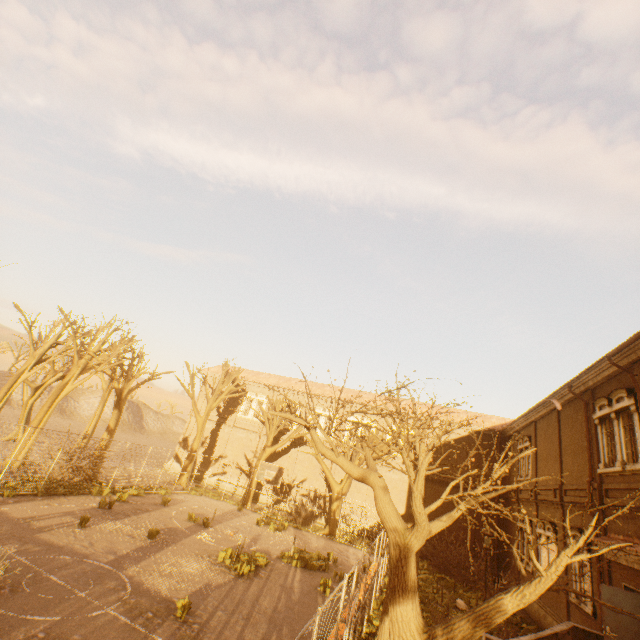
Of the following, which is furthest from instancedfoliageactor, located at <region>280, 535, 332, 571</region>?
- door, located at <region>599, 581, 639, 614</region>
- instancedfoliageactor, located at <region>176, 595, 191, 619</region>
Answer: door, located at <region>599, 581, 639, 614</region>

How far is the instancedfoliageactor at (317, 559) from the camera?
15.8m

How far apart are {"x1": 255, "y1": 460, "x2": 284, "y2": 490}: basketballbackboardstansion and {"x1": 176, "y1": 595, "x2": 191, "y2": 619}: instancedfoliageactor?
11.5 meters

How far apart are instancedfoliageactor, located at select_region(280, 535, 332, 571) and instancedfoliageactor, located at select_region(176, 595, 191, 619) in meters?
8.0

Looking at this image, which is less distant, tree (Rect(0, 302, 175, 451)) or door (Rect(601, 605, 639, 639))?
door (Rect(601, 605, 639, 639))

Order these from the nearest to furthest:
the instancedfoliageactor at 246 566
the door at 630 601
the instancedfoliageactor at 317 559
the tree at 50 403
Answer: the door at 630 601
the instancedfoliageactor at 246 566
the instancedfoliageactor at 317 559
the tree at 50 403

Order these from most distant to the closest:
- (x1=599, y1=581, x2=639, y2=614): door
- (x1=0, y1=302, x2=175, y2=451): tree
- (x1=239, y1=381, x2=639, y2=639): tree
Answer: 1. (x1=0, y1=302, x2=175, y2=451): tree
2. (x1=599, y1=581, x2=639, y2=614): door
3. (x1=239, y1=381, x2=639, y2=639): tree

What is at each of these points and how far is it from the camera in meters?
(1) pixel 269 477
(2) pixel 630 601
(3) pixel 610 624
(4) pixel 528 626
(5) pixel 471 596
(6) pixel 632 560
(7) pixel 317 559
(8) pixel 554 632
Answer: (1) basketballbackboardstansion, 20.9
(2) door, 9.5
(3) door, 9.2
(4) instancedfoliageactor, 15.4
(5) instancedfoliageactor, 17.8
(6) awning, 10.1
(7) instancedfoliageactor, 16.8
(8) stairs, 10.9
